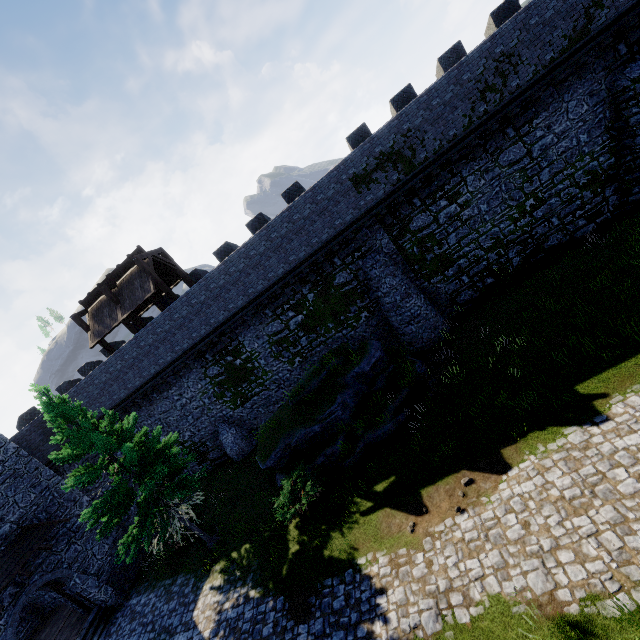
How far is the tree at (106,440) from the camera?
12.6m

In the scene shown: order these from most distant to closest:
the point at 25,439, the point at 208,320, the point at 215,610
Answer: the point at 25,439, the point at 208,320, the point at 215,610

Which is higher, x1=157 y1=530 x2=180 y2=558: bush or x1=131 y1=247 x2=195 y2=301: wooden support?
x1=131 y1=247 x2=195 y2=301: wooden support

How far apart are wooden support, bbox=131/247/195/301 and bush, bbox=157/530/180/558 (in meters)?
12.27

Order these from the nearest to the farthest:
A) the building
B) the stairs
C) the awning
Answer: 1. the awning
2. the building
3. the stairs

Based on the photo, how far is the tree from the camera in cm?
1263

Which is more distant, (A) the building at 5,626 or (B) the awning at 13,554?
(A) the building at 5,626

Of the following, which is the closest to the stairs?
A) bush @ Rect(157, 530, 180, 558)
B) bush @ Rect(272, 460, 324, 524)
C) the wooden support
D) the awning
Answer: bush @ Rect(157, 530, 180, 558)
